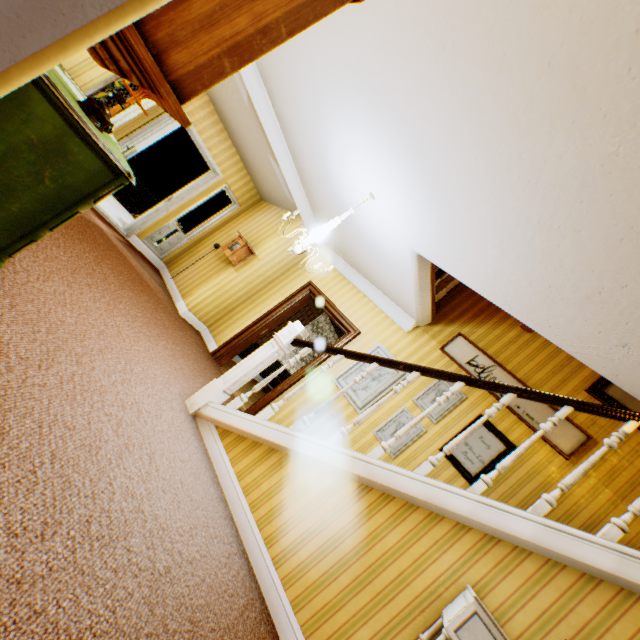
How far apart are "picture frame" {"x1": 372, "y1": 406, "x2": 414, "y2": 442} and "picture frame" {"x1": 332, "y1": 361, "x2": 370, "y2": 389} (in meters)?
0.33

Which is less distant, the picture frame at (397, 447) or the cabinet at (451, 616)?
the cabinet at (451, 616)

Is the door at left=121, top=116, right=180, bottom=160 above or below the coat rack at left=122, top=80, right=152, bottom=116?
below

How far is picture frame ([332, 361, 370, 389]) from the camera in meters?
5.1

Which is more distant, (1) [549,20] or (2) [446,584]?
(2) [446,584]

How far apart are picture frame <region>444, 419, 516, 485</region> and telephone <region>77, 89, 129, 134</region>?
4.7 meters

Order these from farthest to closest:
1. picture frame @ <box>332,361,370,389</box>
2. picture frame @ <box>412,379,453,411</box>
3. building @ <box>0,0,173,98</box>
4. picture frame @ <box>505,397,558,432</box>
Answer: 1. picture frame @ <box>332,361,370,389</box>
2. picture frame @ <box>412,379,453,411</box>
3. picture frame @ <box>505,397,558,432</box>
4. building @ <box>0,0,173,98</box>

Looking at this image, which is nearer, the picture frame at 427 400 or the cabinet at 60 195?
the cabinet at 60 195
